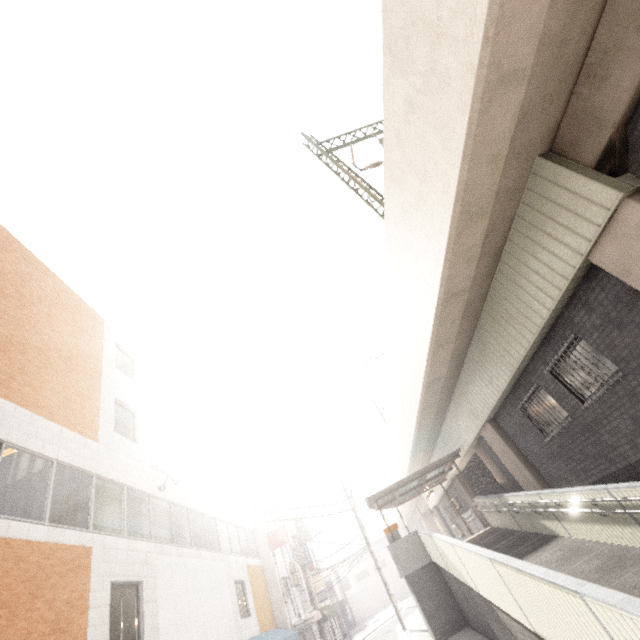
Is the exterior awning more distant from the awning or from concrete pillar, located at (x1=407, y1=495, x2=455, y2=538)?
concrete pillar, located at (x1=407, y1=495, x2=455, y2=538)

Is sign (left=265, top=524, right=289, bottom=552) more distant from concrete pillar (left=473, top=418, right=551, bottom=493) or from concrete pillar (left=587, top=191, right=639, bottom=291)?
concrete pillar (left=587, top=191, right=639, bottom=291)

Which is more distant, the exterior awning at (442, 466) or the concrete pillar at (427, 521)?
the concrete pillar at (427, 521)

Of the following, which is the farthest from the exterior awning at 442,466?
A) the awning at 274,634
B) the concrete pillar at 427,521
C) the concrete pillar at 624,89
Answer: the concrete pillar at 624,89

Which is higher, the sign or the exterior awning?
the sign

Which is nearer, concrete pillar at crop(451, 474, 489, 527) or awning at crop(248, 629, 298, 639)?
awning at crop(248, 629, 298, 639)

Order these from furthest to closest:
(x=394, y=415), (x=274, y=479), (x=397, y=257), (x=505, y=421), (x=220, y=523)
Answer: (x=274, y=479)
(x=394, y=415)
(x=220, y=523)
(x=505, y=421)
(x=397, y=257)

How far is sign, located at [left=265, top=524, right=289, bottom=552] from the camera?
20.56m
